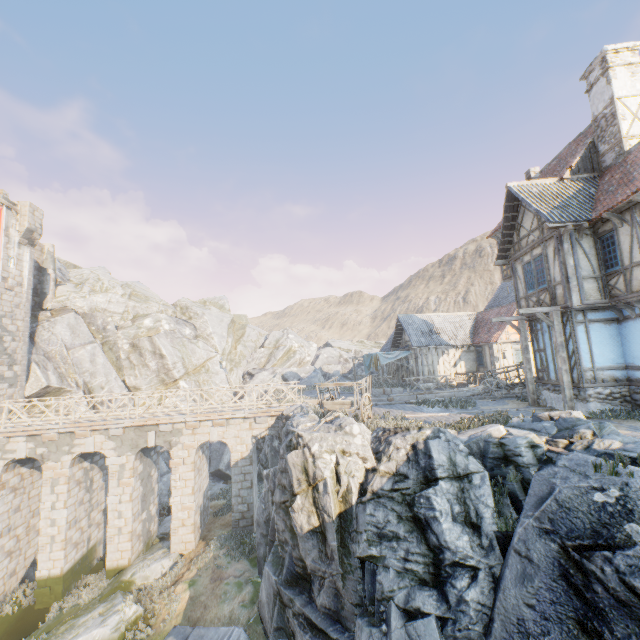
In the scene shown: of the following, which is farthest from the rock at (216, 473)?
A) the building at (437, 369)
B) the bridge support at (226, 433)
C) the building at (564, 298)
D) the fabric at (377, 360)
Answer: the fabric at (377, 360)

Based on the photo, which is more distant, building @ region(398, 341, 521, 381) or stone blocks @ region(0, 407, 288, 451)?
building @ region(398, 341, 521, 381)

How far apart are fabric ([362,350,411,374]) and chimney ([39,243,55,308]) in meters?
28.1

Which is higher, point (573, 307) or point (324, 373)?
point (573, 307)

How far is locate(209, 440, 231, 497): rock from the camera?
25.61m

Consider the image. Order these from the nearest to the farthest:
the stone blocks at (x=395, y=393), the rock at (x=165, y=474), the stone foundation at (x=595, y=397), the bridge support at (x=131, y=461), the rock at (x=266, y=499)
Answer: the rock at (x=266, y=499) < the stone foundation at (x=595, y=397) < the bridge support at (x=131, y=461) < the stone blocks at (x=395, y=393) < the rock at (x=165, y=474)

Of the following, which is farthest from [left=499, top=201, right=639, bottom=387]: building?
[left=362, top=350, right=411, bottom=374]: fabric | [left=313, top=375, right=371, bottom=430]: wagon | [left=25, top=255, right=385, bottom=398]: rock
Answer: [left=362, top=350, right=411, bottom=374]: fabric

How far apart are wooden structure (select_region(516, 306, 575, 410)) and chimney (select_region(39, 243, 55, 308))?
35.16m
